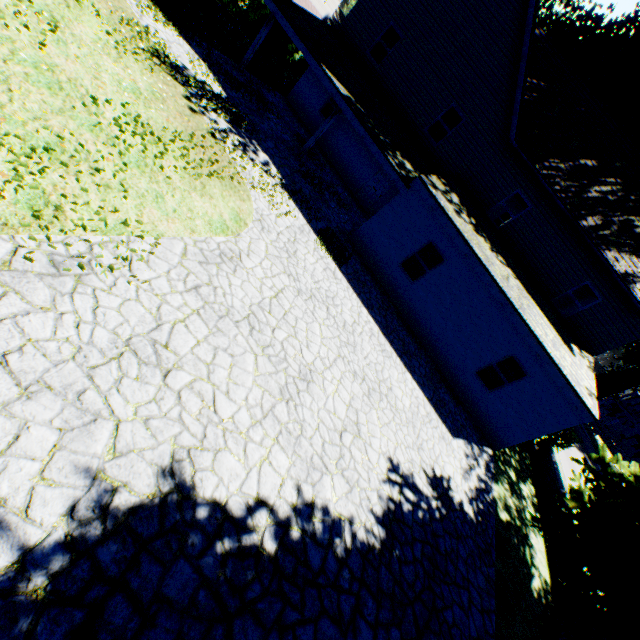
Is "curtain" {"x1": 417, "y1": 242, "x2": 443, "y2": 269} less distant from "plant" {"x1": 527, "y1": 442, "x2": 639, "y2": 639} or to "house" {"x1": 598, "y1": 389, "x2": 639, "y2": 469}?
"plant" {"x1": 527, "y1": 442, "x2": 639, "y2": 639}

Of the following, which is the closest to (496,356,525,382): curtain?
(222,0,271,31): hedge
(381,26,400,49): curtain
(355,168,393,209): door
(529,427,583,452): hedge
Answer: (529,427,583,452): hedge

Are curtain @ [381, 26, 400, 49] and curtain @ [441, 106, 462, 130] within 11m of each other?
yes

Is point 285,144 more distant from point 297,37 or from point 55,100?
point 55,100

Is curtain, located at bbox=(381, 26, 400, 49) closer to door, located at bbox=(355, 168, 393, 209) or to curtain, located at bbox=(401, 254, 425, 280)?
door, located at bbox=(355, 168, 393, 209)

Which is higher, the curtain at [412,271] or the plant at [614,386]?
the plant at [614,386]

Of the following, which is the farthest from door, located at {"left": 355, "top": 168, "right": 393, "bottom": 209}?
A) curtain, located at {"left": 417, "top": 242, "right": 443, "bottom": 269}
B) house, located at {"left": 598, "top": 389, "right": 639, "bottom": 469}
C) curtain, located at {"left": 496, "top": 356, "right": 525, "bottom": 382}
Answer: house, located at {"left": 598, "top": 389, "right": 639, "bottom": 469}

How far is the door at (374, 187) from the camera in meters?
16.9
